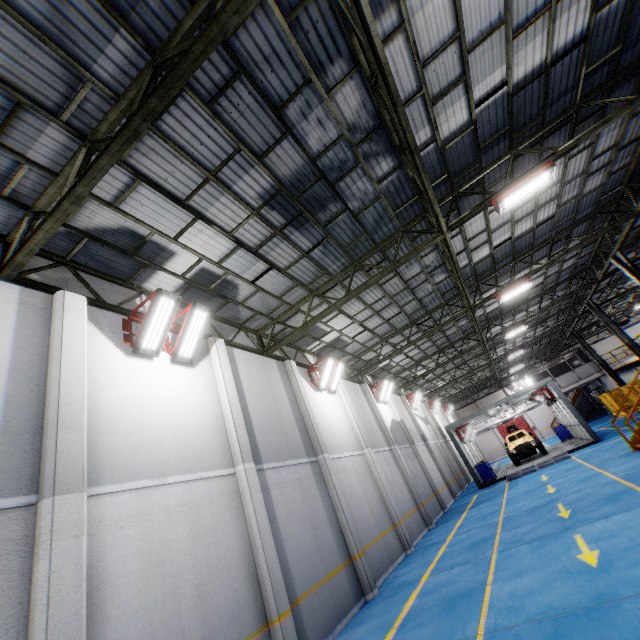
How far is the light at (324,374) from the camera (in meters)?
14.20

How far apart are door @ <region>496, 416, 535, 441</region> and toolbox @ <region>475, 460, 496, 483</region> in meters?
27.0

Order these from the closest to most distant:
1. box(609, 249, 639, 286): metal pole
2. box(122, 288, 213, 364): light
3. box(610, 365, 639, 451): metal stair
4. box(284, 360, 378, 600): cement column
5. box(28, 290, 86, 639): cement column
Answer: box(28, 290, 86, 639): cement column
box(122, 288, 213, 364): light
box(284, 360, 378, 600): cement column
box(610, 365, 639, 451): metal stair
box(609, 249, 639, 286): metal pole

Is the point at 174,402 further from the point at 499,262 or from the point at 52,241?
the point at 499,262

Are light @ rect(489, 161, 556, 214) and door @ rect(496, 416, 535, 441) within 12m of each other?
no

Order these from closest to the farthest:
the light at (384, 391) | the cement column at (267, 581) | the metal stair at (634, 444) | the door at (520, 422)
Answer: the cement column at (267, 581) → the metal stair at (634, 444) → the light at (384, 391) → the door at (520, 422)

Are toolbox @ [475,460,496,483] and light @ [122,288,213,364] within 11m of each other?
no

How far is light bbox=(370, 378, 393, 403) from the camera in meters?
20.4 m
